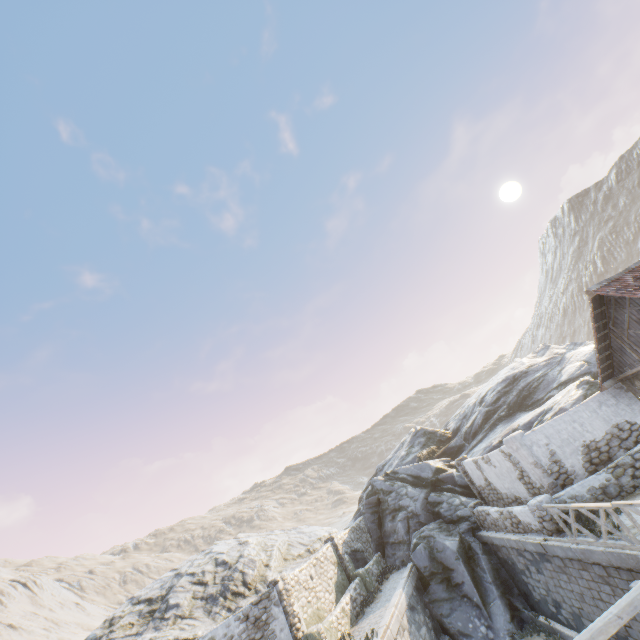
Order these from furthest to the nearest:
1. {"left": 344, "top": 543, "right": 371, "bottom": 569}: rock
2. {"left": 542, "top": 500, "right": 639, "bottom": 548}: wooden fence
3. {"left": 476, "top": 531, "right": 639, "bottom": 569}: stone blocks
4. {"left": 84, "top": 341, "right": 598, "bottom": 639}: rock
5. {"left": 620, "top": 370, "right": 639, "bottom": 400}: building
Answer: {"left": 344, "top": 543, "right": 371, "bottom": 569}: rock → {"left": 84, "top": 341, "right": 598, "bottom": 639}: rock → {"left": 620, "top": 370, "right": 639, "bottom": 400}: building → {"left": 476, "top": 531, "right": 639, "bottom": 569}: stone blocks → {"left": 542, "top": 500, "right": 639, "bottom": 548}: wooden fence

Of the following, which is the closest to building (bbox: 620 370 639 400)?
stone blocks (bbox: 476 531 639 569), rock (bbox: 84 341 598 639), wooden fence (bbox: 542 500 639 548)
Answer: stone blocks (bbox: 476 531 639 569)

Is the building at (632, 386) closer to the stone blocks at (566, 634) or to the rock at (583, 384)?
the stone blocks at (566, 634)

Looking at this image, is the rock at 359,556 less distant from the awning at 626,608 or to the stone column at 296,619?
the stone column at 296,619

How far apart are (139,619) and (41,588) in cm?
6537

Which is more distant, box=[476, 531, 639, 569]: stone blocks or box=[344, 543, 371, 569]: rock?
box=[344, 543, 371, 569]: rock

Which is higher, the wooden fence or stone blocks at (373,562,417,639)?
the wooden fence
